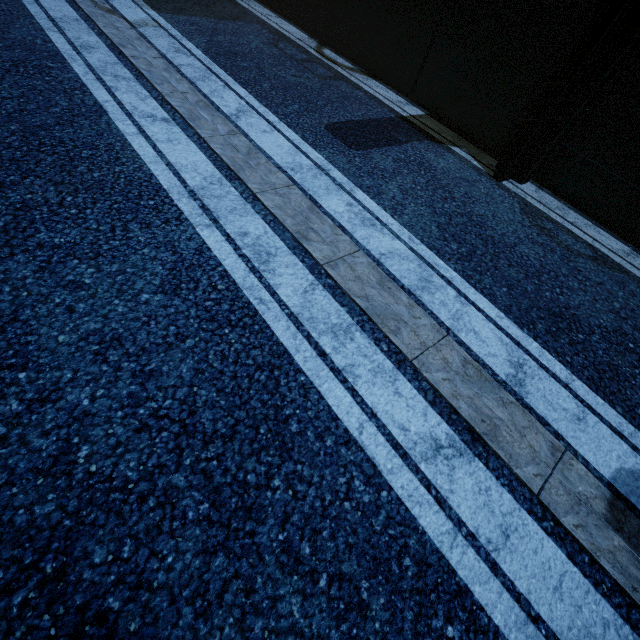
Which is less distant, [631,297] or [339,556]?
[339,556]
